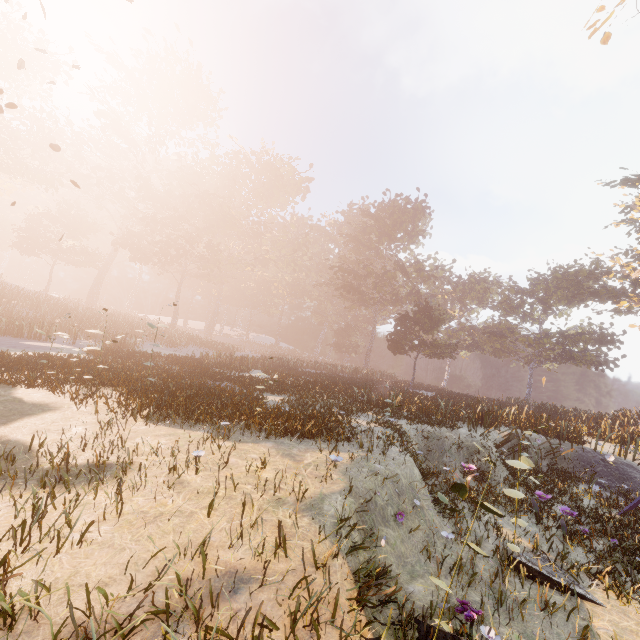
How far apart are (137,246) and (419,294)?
37.72m
